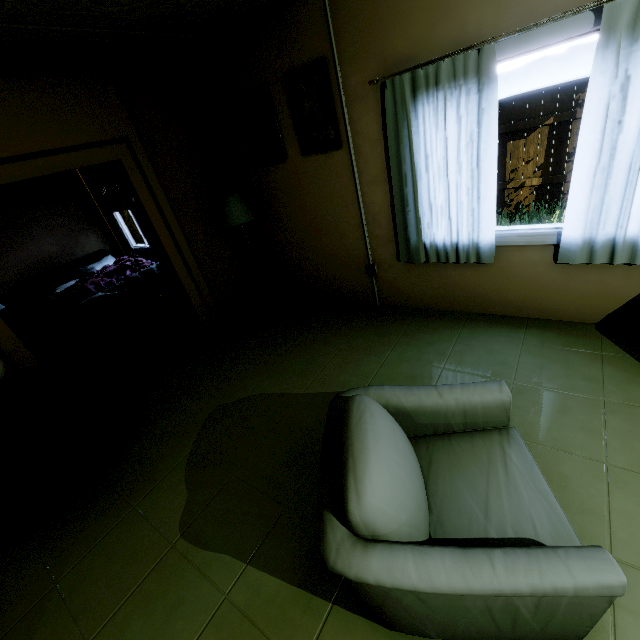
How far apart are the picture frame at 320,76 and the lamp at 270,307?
1.1m

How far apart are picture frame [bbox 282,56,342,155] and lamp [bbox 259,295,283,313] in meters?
1.1

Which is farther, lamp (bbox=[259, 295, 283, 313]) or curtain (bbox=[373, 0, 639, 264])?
lamp (bbox=[259, 295, 283, 313])

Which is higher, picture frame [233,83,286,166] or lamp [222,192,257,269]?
picture frame [233,83,286,166]

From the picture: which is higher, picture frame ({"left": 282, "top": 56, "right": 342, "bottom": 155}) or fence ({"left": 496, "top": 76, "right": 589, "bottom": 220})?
picture frame ({"left": 282, "top": 56, "right": 342, "bottom": 155})

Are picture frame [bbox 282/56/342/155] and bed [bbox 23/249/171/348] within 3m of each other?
no

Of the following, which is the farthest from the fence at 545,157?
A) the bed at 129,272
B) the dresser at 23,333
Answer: the bed at 129,272

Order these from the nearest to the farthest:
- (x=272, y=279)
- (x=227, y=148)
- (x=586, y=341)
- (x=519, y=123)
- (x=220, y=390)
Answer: (x=586, y=341) → (x=220, y=390) → (x=227, y=148) → (x=272, y=279) → (x=519, y=123)
